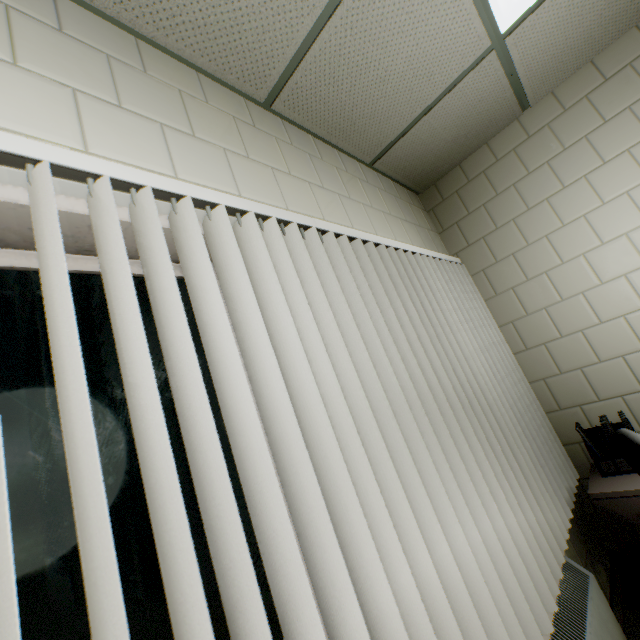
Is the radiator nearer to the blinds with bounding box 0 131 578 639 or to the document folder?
the blinds with bounding box 0 131 578 639

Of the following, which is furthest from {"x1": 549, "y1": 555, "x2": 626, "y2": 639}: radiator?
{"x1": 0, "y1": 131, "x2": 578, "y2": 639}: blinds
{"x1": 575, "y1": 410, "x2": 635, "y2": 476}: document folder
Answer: {"x1": 575, "y1": 410, "x2": 635, "y2": 476}: document folder

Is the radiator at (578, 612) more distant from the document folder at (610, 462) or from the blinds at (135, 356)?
the document folder at (610, 462)

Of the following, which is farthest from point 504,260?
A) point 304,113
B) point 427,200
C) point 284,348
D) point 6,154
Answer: point 6,154

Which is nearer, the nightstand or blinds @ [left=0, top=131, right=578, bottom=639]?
blinds @ [left=0, top=131, right=578, bottom=639]

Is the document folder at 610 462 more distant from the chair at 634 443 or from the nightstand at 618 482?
the chair at 634 443

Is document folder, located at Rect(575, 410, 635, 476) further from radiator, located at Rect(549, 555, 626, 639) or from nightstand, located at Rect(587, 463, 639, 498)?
radiator, located at Rect(549, 555, 626, 639)

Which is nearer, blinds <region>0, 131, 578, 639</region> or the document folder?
blinds <region>0, 131, 578, 639</region>
